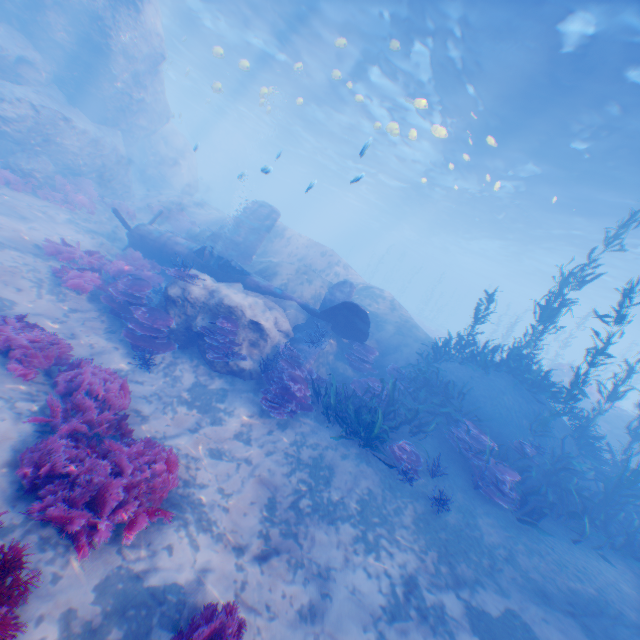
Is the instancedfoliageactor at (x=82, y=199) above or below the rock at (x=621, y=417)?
below

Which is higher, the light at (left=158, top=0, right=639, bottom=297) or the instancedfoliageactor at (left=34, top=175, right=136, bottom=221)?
the light at (left=158, top=0, right=639, bottom=297)

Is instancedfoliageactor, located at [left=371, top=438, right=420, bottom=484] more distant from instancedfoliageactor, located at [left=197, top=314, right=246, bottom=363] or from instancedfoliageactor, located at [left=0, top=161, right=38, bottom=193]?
instancedfoliageactor, located at [left=0, top=161, right=38, bottom=193]

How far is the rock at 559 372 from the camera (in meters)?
19.31

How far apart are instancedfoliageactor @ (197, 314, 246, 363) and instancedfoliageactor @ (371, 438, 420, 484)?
4.76m

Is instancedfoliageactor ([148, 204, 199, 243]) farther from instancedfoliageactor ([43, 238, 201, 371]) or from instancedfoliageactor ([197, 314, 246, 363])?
instancedfoliageactor ([197, 314, 246, 363])

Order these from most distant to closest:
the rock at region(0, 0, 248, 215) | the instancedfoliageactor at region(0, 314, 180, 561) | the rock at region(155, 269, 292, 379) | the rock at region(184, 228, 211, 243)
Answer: the rock at region(184, 228, 211, 243) → the rock at region(0, 0, 248, 215) → the rock at region(155, 269, 292, 379) → the instancedfoliageactor at region(0, 314, 180, 561)

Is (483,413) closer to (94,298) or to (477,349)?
(94,298)
